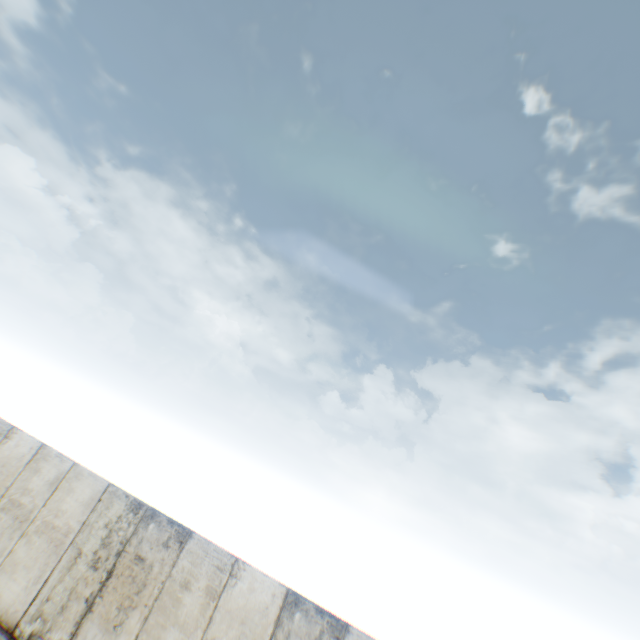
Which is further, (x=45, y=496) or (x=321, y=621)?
(x=45, y=496)
